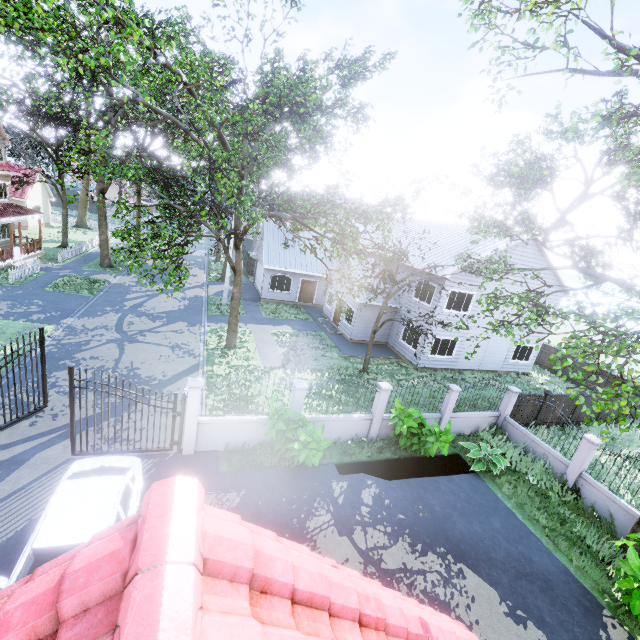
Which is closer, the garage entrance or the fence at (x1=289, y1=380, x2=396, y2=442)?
the fence at (x1=289, y1=380, x2=396, y2=442)

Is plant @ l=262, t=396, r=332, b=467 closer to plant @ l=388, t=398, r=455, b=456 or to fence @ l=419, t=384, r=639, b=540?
fence @ l=419, t=384, r=639, b=540

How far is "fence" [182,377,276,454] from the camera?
9.6 meters

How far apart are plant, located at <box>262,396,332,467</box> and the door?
18.5 meters

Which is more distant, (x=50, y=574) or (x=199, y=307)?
(x=199, y=307)

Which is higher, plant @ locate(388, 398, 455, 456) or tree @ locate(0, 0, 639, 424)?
tree @ locate(0, 0, 639, 424)

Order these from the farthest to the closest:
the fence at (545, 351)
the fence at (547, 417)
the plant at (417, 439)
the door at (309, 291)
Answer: the door at (309, 291) < the fence at (545, 351) < the fence at (547, 417) < the plant at (417, 439)

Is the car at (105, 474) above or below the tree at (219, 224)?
below
